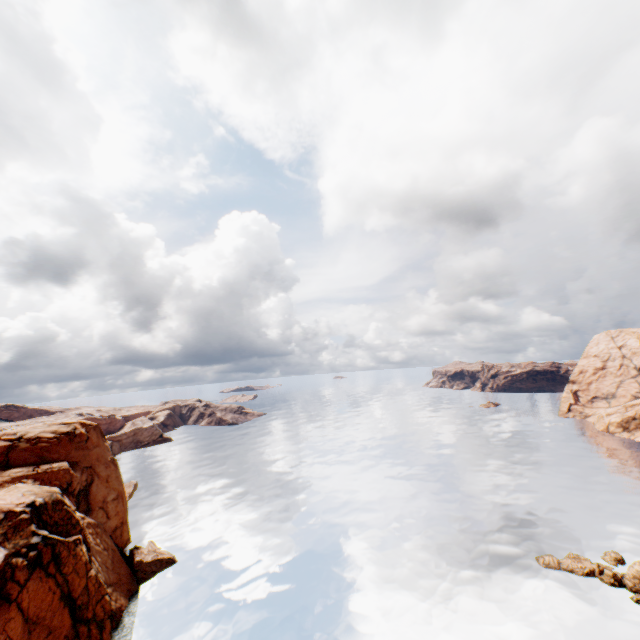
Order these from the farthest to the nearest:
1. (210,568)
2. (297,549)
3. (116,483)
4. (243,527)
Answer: (243,527) < (116,483) < (297,549) < (210,568)

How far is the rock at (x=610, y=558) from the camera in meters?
36.5

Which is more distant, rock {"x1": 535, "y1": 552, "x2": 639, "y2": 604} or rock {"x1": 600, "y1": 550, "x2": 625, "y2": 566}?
rock {"x1": 600, "y1": 550, "x2": 625, "y2": 566}

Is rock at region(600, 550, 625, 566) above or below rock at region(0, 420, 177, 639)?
below

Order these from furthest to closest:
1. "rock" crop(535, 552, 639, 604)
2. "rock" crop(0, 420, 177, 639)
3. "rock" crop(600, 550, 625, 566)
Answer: "rock" crop(600, 550, 625, 566)
"rock" crop(535, 552, 639, 604)
"rock" crop(0, 420, 177, 639)

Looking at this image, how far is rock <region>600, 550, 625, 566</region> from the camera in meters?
36.5 m

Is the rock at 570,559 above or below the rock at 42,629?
below
